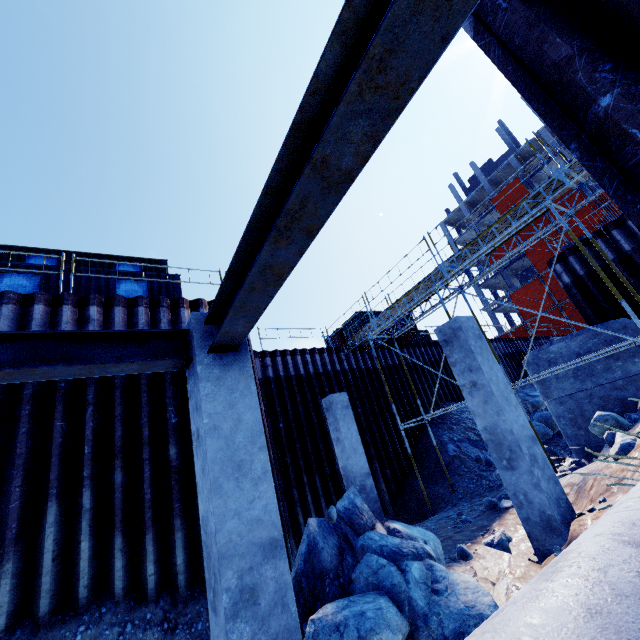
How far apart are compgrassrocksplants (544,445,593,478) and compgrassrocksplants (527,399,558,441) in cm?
549

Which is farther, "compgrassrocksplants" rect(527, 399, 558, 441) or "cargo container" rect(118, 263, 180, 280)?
"compgrassrocksplants" rect(527, 399, 558, 441)

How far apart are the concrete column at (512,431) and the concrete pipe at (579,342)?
5.3m

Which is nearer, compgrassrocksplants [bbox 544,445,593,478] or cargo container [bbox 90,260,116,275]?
compgrassrocksplants [bbox 544,445,593,478]

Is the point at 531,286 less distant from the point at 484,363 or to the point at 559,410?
the point at 559,410

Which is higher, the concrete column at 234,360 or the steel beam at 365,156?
the steel beam at 365,156

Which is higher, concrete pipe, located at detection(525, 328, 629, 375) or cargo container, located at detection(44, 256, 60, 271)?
cargo container, located at detection(44, 256, 60, 271)

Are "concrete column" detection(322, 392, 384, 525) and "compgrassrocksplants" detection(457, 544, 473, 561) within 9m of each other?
yes
